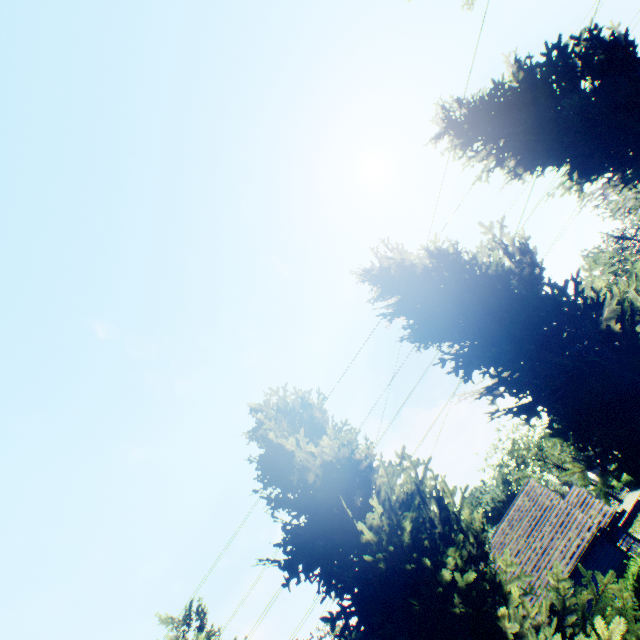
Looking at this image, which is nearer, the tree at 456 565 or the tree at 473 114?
the tree at 456 565

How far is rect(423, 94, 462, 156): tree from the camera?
10.0m

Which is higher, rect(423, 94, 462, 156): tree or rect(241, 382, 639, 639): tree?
rect(423, 94, 462, 156): tree

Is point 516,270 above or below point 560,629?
above

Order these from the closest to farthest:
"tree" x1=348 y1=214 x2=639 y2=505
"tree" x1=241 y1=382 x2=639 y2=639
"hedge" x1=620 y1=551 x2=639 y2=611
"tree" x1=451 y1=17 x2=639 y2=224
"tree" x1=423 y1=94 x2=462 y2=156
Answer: "tree" x1=241 y1=382 x2=639 y2=639 → "tree" x1=348 y1=214 x2=639 y2=505 → "tree" x1=451 y1=17 x2=639 y2=224 → "tree" x1=423 y1=94 x2=462 y2=156 → "hedge" x1=620 y1=551 x2=639 y2=611

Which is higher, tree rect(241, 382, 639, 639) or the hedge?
tree rect(241, 382, 639, 639)

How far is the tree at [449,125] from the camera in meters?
10.0
